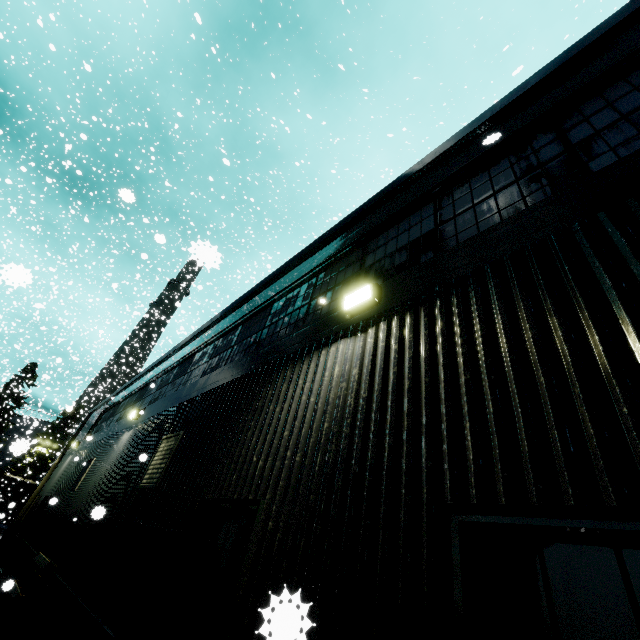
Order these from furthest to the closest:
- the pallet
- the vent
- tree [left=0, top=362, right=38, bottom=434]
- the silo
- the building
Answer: tree [left=0, top=362, right=38, bottom=434] → the pallet → the vent → the silo → the building

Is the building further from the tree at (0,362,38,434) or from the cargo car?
the tree at (0,362,38,434)

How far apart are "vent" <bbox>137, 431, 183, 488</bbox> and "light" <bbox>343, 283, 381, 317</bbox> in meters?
4.2 m

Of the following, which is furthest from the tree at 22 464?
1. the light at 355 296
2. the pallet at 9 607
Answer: the pallet at 9 607

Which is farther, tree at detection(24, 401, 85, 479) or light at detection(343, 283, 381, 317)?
tree at detection(24, 401, 85, 479)

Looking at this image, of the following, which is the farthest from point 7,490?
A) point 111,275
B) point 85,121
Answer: point 111,275

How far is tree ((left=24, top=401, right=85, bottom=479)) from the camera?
38.65m

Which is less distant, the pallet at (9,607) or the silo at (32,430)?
the silo at (32,430)
